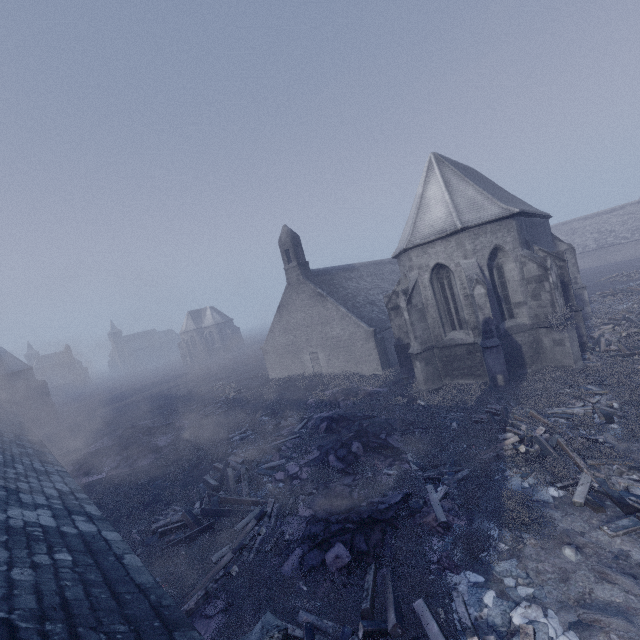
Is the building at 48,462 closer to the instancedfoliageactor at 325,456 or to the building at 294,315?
the instancedfoliageactor at 325,456

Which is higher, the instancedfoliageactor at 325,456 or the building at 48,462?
the building at 48,462

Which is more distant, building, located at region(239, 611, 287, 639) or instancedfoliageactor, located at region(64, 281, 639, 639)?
instancedfoliageactor, located at region(64, 281, 639, 639)

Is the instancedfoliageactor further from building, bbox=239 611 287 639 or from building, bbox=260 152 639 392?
building, bbox=260 152 639 392

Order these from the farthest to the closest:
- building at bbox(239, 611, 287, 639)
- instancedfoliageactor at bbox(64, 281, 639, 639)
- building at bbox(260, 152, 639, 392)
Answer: building at bbox(260, 152, 639, 392) < instancedfoliageactor at bbox(64, 281, 639, 639) < building at bbox(239, 611, 287, 639)

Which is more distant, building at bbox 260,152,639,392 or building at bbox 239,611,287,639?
building at bbox 260,152,639,392

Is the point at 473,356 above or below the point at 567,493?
above
